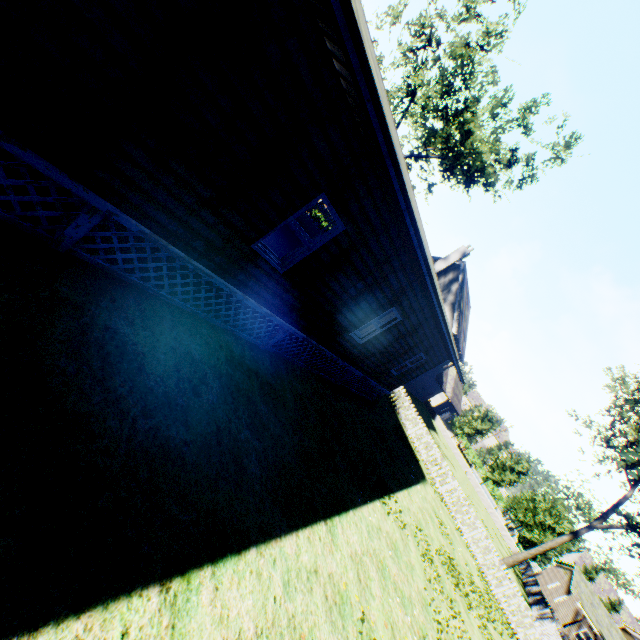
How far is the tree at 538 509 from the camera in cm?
3756

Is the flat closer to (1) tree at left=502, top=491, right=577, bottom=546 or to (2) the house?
(2) the house

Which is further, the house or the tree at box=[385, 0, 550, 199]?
the tree at box=[385, 0, 550, 199]

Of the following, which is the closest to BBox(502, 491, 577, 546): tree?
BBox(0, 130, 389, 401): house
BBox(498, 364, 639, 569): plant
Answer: BBox(498, 364, 639, 569): plant

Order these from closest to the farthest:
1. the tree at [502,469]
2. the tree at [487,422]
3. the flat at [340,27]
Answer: the flat at [340,27]
the tree at [502,469]
the tree at [487,422]

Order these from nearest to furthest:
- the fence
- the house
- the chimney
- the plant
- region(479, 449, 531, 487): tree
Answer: the house, the fence, the plant, the chimney, region(479, 449, 531, 487): tree

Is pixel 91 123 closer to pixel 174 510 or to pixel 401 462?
pixel 174 510

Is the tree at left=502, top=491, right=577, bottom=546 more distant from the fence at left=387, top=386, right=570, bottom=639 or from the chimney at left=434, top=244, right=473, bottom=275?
the chimney at left=434, top=244, right=473, bottom=275
